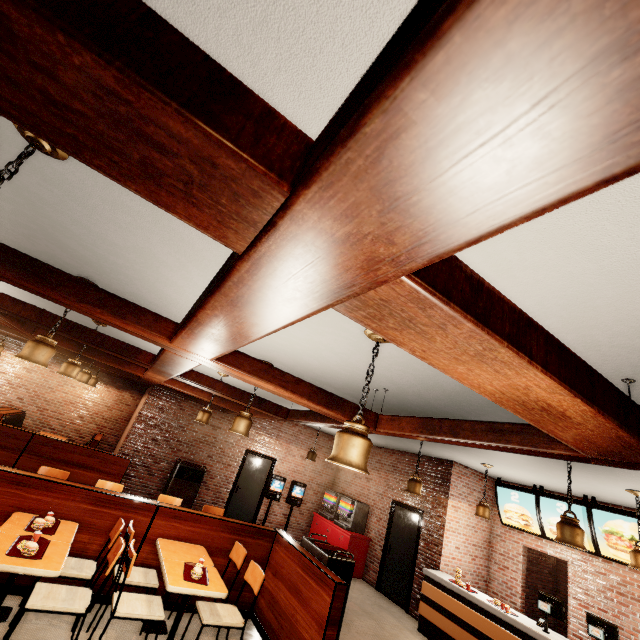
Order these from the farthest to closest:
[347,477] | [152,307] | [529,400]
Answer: [347,477], [152,307], [529,400]
